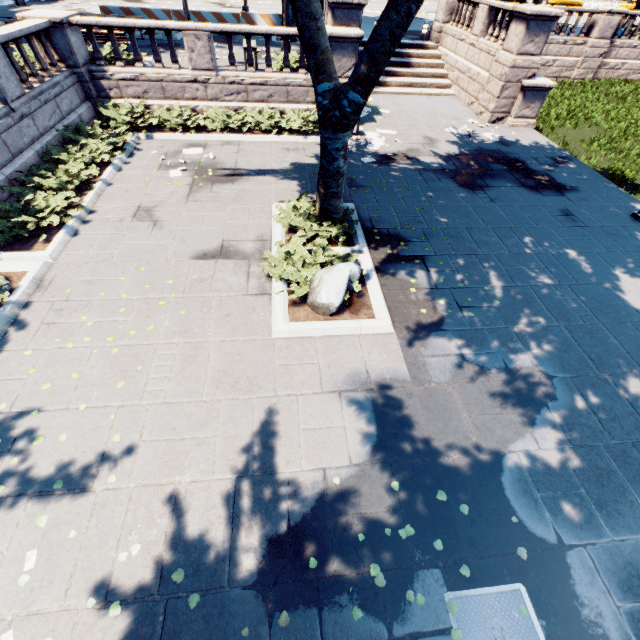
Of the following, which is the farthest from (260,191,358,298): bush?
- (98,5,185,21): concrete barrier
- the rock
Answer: (98,5,185,21): concrete barrier

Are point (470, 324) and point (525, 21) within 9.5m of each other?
no

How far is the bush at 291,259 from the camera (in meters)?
7.06

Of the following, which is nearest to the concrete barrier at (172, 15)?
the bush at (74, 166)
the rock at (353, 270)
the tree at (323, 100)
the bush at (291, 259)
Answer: the tree at (323, 100)

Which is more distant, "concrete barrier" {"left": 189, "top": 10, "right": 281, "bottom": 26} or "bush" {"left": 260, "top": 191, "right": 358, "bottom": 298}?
"concrete barrier" {"left": 189, "top": 10, "right": 281, "bottom": 26}

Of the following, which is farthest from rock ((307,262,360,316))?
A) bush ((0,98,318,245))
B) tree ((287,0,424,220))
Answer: bush ((0,98,318,245))

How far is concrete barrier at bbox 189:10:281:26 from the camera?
19.2m

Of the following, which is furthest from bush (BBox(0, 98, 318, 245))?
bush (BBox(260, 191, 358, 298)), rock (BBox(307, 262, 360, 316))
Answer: rock (BBox(307, 262, 360, 316))
